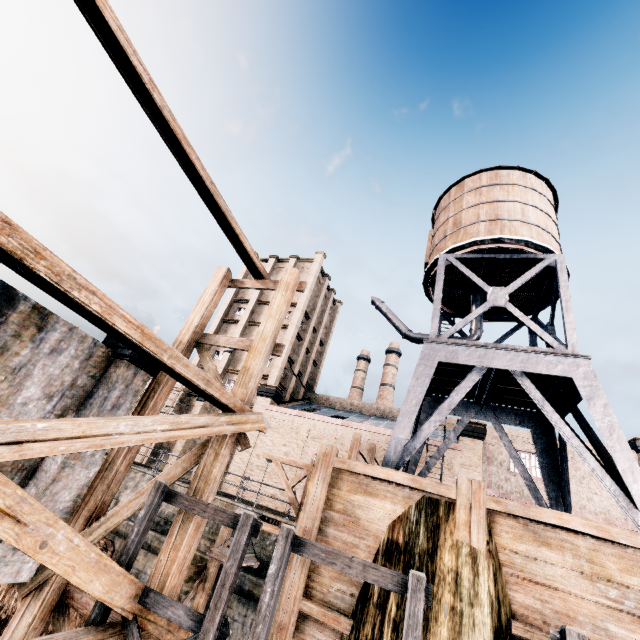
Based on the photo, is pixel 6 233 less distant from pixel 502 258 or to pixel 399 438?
pixel 399 438

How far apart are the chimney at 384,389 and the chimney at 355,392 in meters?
2.5 m

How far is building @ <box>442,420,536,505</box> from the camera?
24.25m

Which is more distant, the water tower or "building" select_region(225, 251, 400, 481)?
"building" select_region(225, 251, 400, 481)

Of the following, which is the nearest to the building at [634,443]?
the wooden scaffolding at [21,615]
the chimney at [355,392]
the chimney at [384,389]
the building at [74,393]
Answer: the chimney at [355,392]

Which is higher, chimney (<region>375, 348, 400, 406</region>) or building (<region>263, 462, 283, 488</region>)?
chimney (<region>375, 348, 400, 406</region>)

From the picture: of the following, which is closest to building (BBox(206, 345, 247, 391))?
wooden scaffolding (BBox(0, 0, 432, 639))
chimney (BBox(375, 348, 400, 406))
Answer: chimney (BBox(375, 348, 400, 406))
